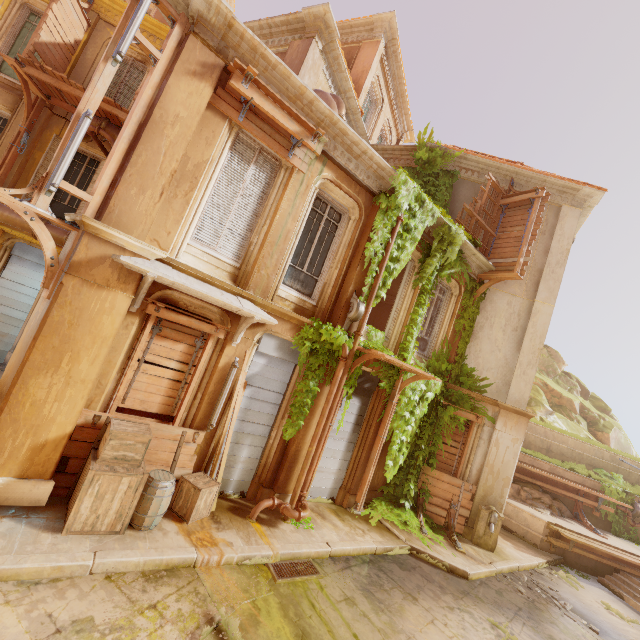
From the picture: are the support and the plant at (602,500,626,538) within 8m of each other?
no

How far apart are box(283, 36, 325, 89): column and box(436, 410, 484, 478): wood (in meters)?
9.37

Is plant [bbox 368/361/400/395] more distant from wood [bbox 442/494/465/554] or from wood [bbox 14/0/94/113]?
wood [bbox 14/0/94/113]

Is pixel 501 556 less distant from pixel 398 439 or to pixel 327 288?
pixel 398 439

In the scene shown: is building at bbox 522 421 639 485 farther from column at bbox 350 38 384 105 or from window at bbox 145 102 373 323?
column at bbox 350 38 384 105

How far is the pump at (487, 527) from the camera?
10.0 meters

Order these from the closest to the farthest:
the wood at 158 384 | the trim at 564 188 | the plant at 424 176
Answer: the wood at 158 384
the plant at 424 176
the trim at 564 188

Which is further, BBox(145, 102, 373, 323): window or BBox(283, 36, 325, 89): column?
BBox(283, 36, 325, 89): column
